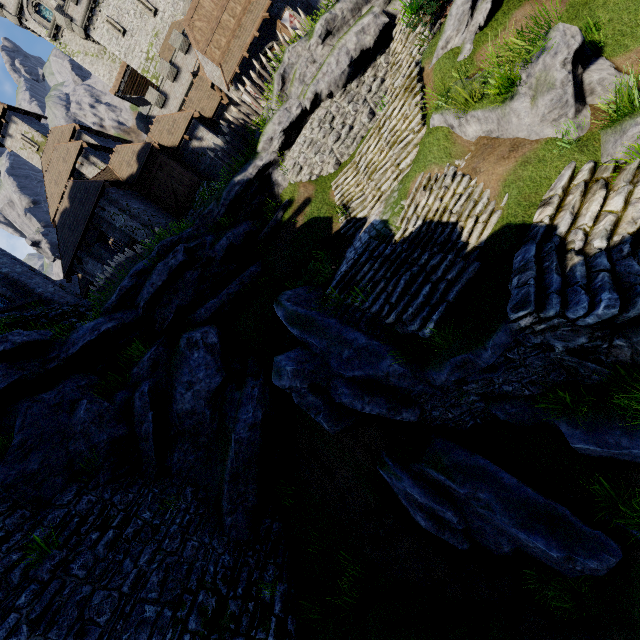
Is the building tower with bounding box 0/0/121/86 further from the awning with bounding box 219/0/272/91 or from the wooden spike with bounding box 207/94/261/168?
the wooden spike with bounding box 207/94/261/168

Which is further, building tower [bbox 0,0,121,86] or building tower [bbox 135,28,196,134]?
building tower [bbox 0,0,121,86]

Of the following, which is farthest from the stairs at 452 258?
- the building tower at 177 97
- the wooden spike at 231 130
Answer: the building tower at 177 97

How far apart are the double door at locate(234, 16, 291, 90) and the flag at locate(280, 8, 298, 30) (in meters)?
0.34

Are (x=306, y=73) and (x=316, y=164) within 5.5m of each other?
yes

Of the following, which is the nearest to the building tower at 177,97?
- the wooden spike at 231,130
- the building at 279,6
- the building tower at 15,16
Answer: the building at 279,6

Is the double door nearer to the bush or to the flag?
the flag

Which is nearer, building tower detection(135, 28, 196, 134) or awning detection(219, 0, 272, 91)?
awning detection(219, 0, 272, 91)
